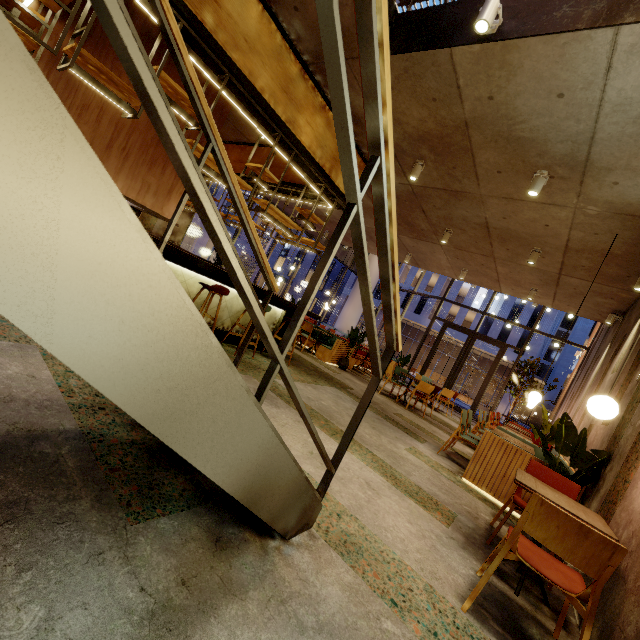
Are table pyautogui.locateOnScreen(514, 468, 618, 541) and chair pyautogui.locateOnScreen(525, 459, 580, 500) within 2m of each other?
yes

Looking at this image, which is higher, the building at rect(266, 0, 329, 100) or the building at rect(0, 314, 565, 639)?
the building at rect(266, 0, 329, 100)

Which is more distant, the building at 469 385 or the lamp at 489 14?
the building at 469 385

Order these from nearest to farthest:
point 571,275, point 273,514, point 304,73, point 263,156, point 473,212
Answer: point 273,514 < point 304,73 < point 473,212 < point 571,275 < point 263,156

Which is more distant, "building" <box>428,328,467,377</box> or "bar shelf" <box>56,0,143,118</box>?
"building" <box>428,328,467,377</box>

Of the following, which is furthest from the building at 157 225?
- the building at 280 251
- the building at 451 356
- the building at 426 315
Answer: the building at 280 251

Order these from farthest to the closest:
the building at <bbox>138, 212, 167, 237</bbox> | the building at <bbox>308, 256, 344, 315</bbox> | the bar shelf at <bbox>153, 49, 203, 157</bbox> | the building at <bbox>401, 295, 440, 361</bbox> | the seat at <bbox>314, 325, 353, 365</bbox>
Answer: the building at <bbox>308, 256, 344, 315</bbox> < the building at <bbox>401, 295, 440, 361</bbox> < the building at <bbox>138, 212, 167, 237</bbox> < the seat at <bbox>314, 325, 353, 365</bbox> < the bar shelf at <bbox>153, 49, 203, 157</bbox>

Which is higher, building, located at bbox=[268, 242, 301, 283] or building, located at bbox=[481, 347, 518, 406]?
building, located at bbox=[268, 242, 301, 283]
